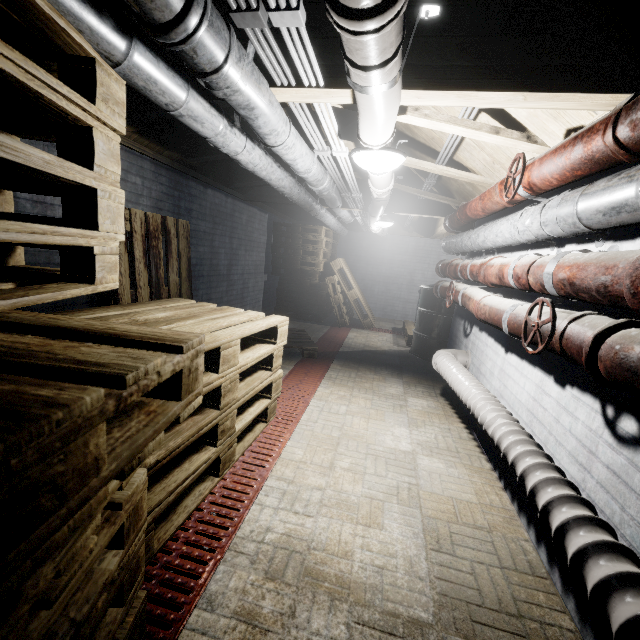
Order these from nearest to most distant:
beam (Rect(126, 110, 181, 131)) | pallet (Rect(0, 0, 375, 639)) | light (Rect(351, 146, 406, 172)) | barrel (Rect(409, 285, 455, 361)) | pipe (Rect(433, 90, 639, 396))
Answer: pallet (Rect(0, 0, 375, 639))
pipe (Rect(433, 90, 639, 396))
light (Rect(351, 146, 406, 172))
beam (Rect(126, 110, 181, 131))
barrel (Rect(409, 285, 455, 361))

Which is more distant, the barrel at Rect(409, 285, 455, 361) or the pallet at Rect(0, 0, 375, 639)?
the barrel at Rect(409, 285, 455, 361)

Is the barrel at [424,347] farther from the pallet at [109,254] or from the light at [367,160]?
the light at [367,160]

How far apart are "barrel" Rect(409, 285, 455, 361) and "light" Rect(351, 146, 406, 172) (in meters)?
2.71

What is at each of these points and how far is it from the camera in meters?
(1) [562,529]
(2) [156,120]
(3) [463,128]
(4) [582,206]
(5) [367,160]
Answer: (1) pipe, 1.1
(2) beam, 2.4
(3) beam, 2.0
(4) pipe, 1.2
(5) light, 1.9

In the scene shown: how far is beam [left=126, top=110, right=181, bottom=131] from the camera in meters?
2.3 m

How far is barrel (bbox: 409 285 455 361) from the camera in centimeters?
444cm

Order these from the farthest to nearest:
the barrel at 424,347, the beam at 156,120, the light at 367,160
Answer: the barrel at 424,347 → the beam at 156,120 → the light at 367,160
